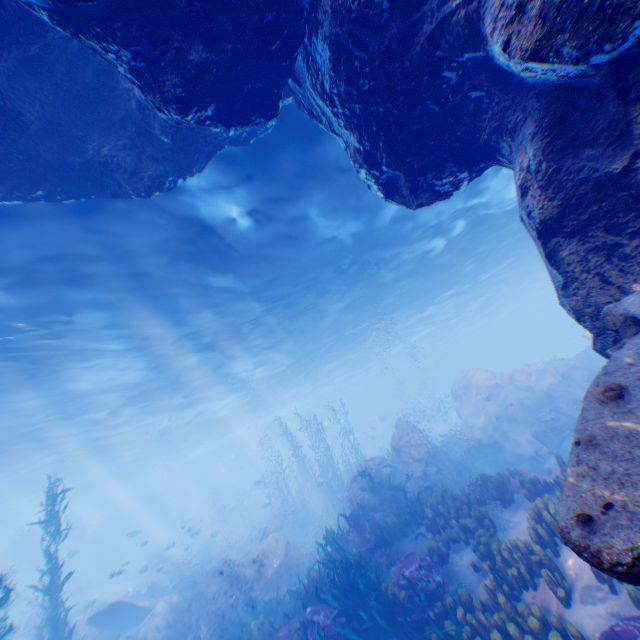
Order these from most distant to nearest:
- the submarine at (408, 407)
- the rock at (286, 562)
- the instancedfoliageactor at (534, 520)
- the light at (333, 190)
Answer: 1. the submarine at (408, 407)
2. the rock at (286, 562)
3. the light at (333, 190)
4. the instancedfoliageactor at (534, 520)

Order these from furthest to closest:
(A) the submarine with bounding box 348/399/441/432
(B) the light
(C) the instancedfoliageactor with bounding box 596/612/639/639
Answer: (A) the submarine with bounding box 348/399/441/432 → (B) the light → (C) the instancedfoliageactor with bounding box 596/612/639/639

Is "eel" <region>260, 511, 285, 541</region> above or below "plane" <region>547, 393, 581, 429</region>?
above

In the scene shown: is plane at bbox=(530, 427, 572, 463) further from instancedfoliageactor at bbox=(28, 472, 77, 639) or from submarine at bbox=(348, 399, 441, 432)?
submarine at bbox=(348, 399, 441, 432)

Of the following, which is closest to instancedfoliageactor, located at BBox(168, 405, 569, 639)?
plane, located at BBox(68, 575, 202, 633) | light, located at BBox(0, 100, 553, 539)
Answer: plane, located at BBox(68, 575, 202, 633)

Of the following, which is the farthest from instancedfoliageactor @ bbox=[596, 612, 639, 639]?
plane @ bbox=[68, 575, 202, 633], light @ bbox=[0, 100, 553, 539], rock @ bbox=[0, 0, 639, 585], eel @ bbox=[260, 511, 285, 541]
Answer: plane @ bbox=[68, 575, 202, 633]

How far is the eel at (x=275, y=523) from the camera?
17.61m

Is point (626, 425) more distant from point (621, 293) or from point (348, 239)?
point (348, 239)
